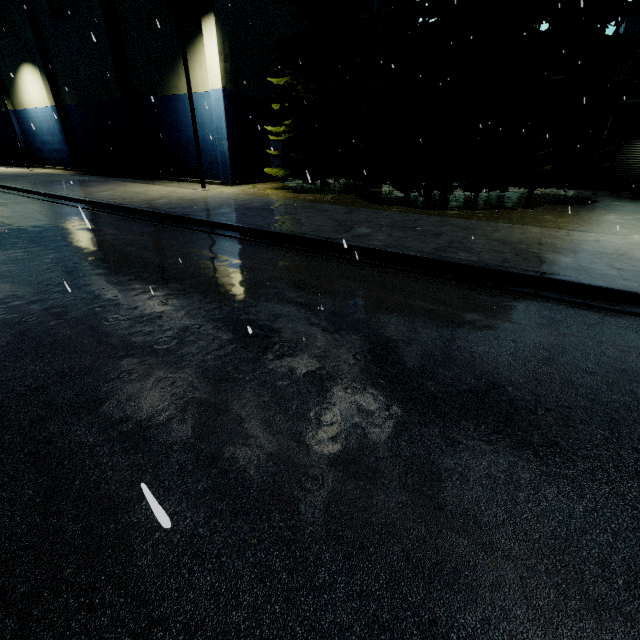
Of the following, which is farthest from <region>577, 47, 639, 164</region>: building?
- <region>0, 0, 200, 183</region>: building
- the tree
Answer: <region>0, 0, 200, 183</region>: building

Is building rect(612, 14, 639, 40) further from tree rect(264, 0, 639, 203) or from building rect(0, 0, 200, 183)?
building rect(0, 0, 200, 183)

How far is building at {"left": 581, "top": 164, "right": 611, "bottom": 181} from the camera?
21.61m

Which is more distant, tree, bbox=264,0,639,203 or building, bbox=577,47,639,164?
building, bbox=577,47,639,164

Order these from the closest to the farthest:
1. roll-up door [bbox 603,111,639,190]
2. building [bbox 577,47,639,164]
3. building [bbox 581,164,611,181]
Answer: building [bbox 577,47,639,164], roll-up door [bbox 603,111,639,190], building [bbox 581,164,611,181]

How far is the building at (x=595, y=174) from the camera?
21.6m

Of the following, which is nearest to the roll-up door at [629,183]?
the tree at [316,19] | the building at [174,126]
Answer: the tree at [316,19]

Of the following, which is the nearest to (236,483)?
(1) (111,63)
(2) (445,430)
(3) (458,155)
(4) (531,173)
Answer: (2) (445,430)
